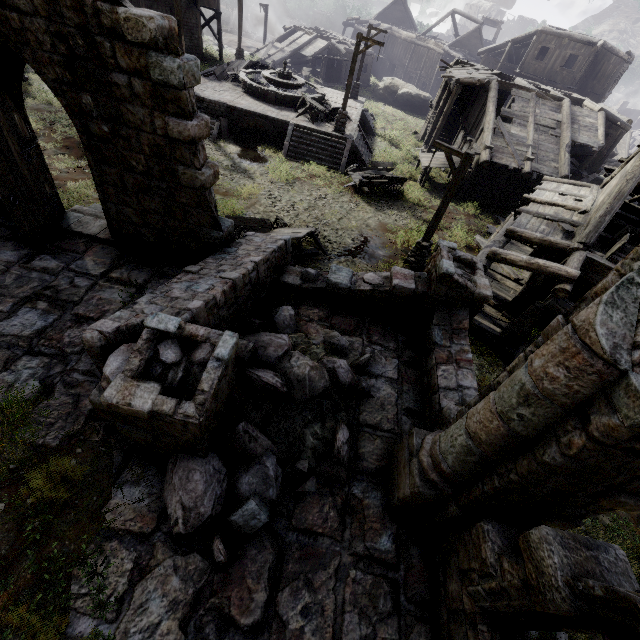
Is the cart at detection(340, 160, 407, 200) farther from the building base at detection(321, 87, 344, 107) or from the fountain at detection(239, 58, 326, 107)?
the fountain at detection(239, 58, 326, 107)

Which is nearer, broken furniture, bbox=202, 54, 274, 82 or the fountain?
the fountain

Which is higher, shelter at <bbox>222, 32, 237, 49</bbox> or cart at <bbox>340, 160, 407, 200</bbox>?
cart at <bbox>340, 160, 407, 200</bbox>

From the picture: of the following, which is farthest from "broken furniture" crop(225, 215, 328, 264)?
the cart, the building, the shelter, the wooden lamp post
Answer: the shelter

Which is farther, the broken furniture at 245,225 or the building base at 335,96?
the building base at 335,96

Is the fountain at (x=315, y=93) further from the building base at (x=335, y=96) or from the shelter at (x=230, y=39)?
the shelter at (x=230, y=39)

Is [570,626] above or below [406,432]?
above

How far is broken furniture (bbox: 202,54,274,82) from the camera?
22.8 meters
